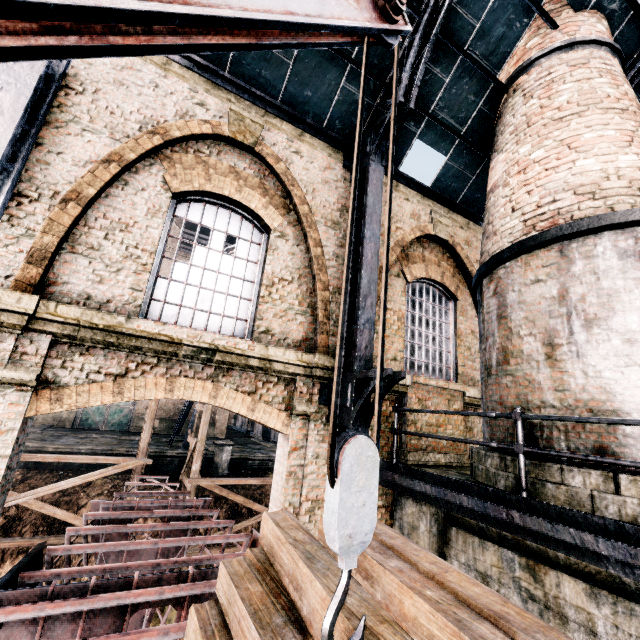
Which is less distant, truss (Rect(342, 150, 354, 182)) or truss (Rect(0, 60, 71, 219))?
truss (Rect(0, 60, 71, 219))

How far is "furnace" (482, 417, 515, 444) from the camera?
5.4m

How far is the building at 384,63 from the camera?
7.27m

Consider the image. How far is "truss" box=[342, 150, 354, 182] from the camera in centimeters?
812cm

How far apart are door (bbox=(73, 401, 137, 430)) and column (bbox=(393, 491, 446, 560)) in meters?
29.7 m

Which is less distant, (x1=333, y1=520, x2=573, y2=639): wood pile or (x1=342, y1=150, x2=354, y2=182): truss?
(x1=333, y1=520, x2=573, y2=639): wood pile

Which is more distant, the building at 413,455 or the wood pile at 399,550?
the building at 413,455

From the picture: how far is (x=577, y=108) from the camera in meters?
6.6 m
